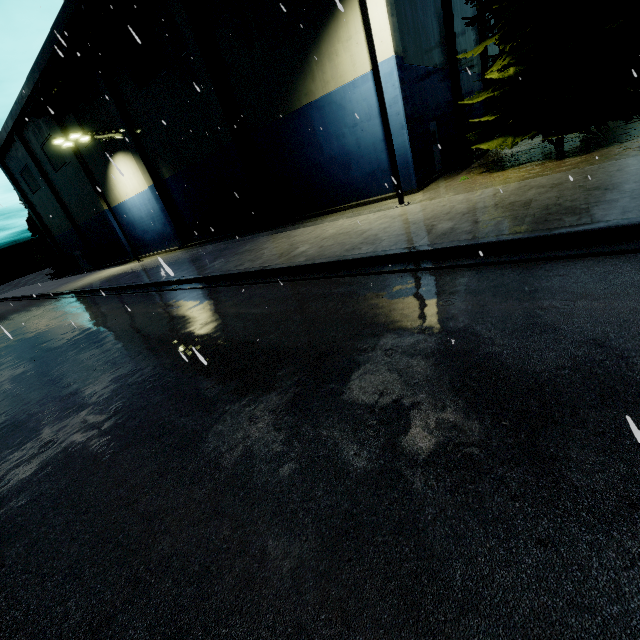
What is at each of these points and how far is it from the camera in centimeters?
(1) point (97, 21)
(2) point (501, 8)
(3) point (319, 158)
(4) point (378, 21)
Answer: (1) pipe, 1859cm
(2) tree, 1134cm
(3) building, 1680cm
(4) building, 1218cm

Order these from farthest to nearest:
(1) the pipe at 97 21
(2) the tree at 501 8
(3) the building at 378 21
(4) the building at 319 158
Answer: (1) the pipe at 97 21, (4) the building at 319 158, (3) the building at 378 21, (2) the tree at 501 8

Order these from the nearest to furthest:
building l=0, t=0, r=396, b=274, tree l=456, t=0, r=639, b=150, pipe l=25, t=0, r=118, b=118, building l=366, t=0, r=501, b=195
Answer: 1. tree l=456, t=0, r=639, b=150
2. building l=366, t=0, r=501, b=195
3. building l=0, t=0, r=396, b=274
4. pipe l=25, t=0, r=118, b=118

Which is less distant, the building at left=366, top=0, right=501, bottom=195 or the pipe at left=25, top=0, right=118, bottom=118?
the building at left=366, top=0, right=501, bottom=195

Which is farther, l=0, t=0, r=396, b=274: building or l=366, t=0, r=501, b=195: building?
l=0, t=0, r=396, b=274: building

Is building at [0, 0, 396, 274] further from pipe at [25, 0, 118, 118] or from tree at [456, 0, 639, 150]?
tree at [456, 0, 639, 150]

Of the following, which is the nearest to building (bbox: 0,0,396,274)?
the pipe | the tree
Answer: the pipe

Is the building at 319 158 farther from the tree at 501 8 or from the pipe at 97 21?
the tree at 501 8
